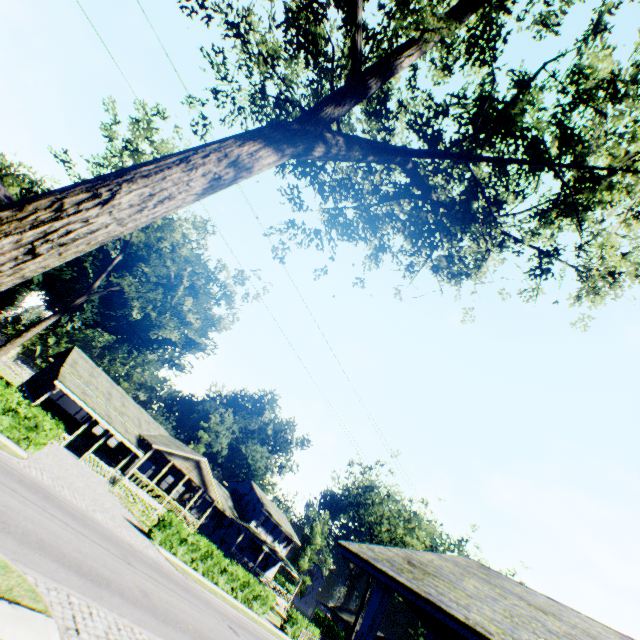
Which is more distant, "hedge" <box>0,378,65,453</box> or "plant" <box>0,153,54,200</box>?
"plant" <box>0,153,54,200</box>

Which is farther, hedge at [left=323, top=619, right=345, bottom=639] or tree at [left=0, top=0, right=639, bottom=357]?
hedge at [left=323, top=619, right=345, bottom=639]

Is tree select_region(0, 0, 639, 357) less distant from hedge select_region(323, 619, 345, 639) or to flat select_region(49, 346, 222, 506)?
flat select_region(49, 346, 222, 506)

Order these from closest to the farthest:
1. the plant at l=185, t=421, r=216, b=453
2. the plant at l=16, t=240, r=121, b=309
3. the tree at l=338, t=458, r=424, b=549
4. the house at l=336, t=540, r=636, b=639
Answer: the house at l=336, t=540, r=636, b=639
the tree at l=338, t=458, r=424, b=549
the plant at l=16, t=240, r=121, b=309
the plant at l=185, t=421, r=216, b=453

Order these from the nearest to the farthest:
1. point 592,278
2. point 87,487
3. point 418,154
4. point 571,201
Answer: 1. point 418,154
2. point 571,201
3. point 592,278
4. point 87,487

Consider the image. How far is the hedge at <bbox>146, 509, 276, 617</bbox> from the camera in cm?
2262

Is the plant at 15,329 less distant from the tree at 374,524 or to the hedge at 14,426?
the tree at 374,524

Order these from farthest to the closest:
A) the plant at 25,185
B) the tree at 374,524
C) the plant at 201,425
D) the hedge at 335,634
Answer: the plant at 201,425 → the hedge at 335,634 → the tree at 374,524 → the plant at 25,185
